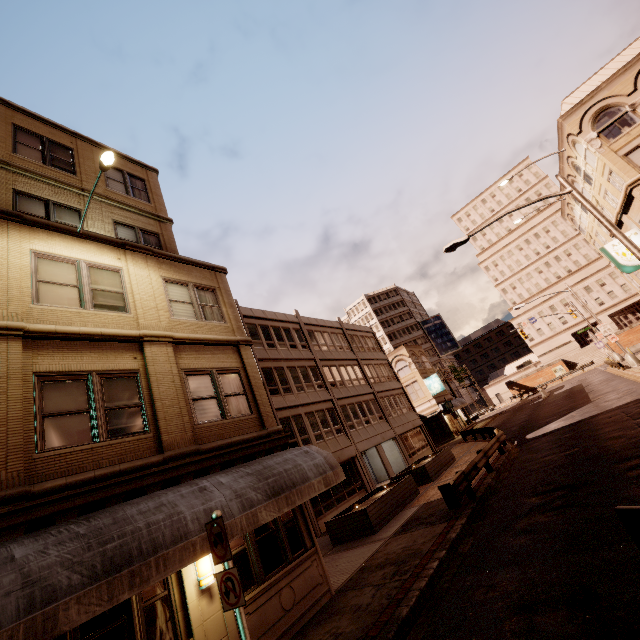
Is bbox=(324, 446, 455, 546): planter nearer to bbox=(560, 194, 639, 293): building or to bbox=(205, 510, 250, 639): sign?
bbox=(205, 510, 250, 639): sign

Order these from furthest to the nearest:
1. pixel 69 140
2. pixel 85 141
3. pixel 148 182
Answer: pixel 148 182 < pixel 85 141 < pixel 69 140

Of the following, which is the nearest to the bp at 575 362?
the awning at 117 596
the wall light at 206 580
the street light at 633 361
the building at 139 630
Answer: the street light at 633 361

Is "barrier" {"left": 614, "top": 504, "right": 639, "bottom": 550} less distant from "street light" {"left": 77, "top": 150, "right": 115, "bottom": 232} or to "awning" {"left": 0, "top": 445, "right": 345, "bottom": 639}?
"awning" {"left": 0, "top": 445, "right": 345, "bottom": 639}

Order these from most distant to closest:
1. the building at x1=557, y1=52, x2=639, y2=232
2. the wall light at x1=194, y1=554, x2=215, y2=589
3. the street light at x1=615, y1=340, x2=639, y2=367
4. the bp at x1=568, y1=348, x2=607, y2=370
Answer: the bp at x1=568, y1=348, x2=607, y2=370 → the street light at x1=615, y1=340, x2=639, y2=367 → the building at x1=557, y1=52, x2=639, y2=232 → the wall light at x1=194, y1=554, x2=215, y2=589

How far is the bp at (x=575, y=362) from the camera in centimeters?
5626cm

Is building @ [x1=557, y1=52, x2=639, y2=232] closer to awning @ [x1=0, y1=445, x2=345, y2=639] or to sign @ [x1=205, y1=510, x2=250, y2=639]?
awning @ [x1=0, y1=445, x2=345, y2=639]

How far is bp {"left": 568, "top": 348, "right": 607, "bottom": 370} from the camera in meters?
56.3
